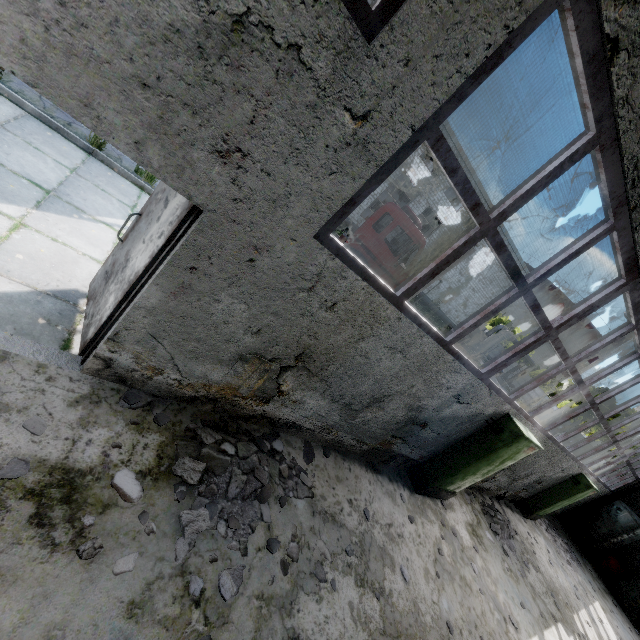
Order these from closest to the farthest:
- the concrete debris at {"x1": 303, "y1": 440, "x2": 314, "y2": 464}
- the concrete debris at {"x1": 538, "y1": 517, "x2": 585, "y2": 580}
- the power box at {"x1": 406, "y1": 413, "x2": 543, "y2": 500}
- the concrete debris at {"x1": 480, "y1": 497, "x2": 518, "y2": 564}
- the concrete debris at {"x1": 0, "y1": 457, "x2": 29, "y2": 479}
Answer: the concrete debris at {"x1": 0, "y1": 457, "x2": 29, "y2": 479} < the concrete debris at {"x1": 303, "y1": 440, "x2": 314, "y2": 464} < the power box at {"x1": 406, "y1": 413, "x2": 543, "y2": 500} < the concrete debris at {"x1": 480, "y1": 497, "x2": 518, "y2": 564} < the concrete debris at {"x1": 538, "y1": 517, "x2": 585, "y2": 580}

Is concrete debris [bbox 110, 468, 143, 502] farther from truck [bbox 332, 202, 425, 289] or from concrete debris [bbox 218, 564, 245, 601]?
truck [bbox 332, 202, 425, 289]

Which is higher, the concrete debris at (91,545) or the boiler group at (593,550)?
the boiler group at (593,550)

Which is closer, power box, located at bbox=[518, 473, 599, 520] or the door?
the door

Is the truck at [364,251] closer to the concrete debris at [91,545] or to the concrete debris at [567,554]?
the concrete debris at [91,545]

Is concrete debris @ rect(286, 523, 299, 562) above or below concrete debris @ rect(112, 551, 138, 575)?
above

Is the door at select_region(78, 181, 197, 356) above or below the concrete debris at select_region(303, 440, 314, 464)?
above

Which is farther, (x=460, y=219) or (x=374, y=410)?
(x=460, y=219)
